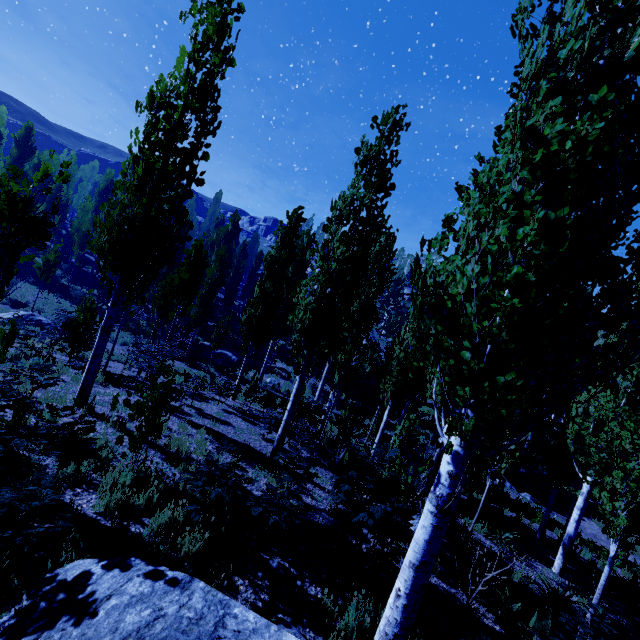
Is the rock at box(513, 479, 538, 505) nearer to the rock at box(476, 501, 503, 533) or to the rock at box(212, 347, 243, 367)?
the rock at box(476, 501, 503, 533)

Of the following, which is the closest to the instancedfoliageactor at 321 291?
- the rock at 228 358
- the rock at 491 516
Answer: the rock at 228 358

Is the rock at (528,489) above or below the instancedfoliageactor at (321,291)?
below

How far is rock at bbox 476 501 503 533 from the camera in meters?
11.4 m

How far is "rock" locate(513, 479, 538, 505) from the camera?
18.66m

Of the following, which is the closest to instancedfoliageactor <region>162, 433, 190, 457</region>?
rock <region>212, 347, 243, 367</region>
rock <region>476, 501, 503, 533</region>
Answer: rock <region>212, 347, 243, 367</region>

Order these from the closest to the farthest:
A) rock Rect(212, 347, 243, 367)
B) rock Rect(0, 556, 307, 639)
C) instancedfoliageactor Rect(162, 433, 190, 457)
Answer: rock Rect(0, 556, 307, 639) < instancedfoliageactor Rect(162, 433, 190, 457) < rock Rect(212, 347, 243, 367)

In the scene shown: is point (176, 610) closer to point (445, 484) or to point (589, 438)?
point (445, 484)
